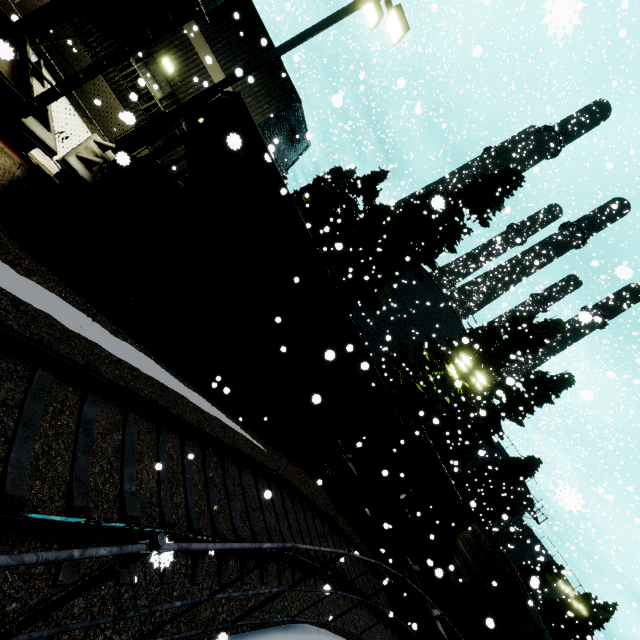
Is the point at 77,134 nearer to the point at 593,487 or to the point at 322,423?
the point at 322,423

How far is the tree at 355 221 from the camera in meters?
16.0 m

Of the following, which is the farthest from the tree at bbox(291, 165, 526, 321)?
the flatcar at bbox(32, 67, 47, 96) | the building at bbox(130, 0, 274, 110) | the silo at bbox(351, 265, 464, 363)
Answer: the flatcar at bbox(32, 67, 47, 96)

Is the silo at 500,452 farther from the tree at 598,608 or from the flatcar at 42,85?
the flatcar at 42,85

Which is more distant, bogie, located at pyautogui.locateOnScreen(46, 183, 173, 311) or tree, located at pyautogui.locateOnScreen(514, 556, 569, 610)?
tree, located at pyautogui.locateOnScreen(514, 556, 569, 610)

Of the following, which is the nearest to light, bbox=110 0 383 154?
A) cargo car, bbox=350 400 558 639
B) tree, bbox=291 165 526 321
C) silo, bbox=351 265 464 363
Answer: cargo car, bbox=350 400 558 639

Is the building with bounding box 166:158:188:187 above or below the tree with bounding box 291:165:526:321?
below

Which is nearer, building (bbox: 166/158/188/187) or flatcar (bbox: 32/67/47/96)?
flatcar (bbox: 32/67/47/96)
